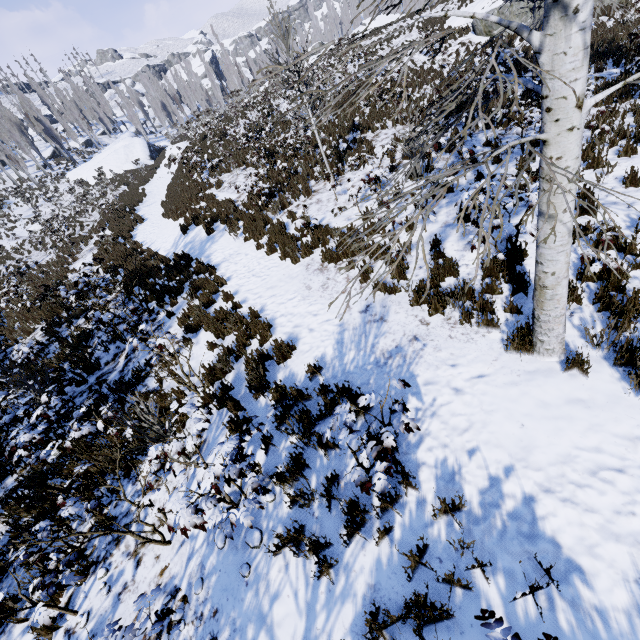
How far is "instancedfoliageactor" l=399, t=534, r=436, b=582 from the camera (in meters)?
2.91

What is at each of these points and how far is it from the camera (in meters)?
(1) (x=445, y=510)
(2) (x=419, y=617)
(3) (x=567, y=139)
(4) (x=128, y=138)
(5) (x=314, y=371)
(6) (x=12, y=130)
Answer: (1) instancedfoliageactor, 3.25
(2) instancedfoliageactor, 2.79
(3) instancedfoliageactor, 2.59
(4) rock, 42.56
(5) instancedfoliageactor, 5.35
(6) instancedfoliageactor, 39.59

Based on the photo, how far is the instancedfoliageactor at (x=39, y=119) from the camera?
43.50m

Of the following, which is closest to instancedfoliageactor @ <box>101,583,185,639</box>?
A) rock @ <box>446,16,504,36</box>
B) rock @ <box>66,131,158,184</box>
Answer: rock @ <box>66,131,158,184</box>

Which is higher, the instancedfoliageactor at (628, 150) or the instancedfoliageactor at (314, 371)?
the instancedfoliageactor at (628, 150)

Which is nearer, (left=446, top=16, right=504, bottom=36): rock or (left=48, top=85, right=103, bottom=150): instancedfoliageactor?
(left=446, top=16, right=504, bottom=36): rock

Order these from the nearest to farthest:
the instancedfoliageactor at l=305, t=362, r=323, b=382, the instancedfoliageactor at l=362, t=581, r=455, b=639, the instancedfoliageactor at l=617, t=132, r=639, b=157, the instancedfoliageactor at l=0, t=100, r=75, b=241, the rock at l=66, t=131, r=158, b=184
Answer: the instancedfoliageactor at l=362, t=581, r=455, b=639 → the instancedfoliageactor at l=305, t=362, r=323, b=382 → the instancedfoliageactor at l=617, t=132, r=639, b=157 → the instancedfoliageactor at l=0, t=100, r=75, b=241 → the rock at l=66, t=131, r=158, b=184
